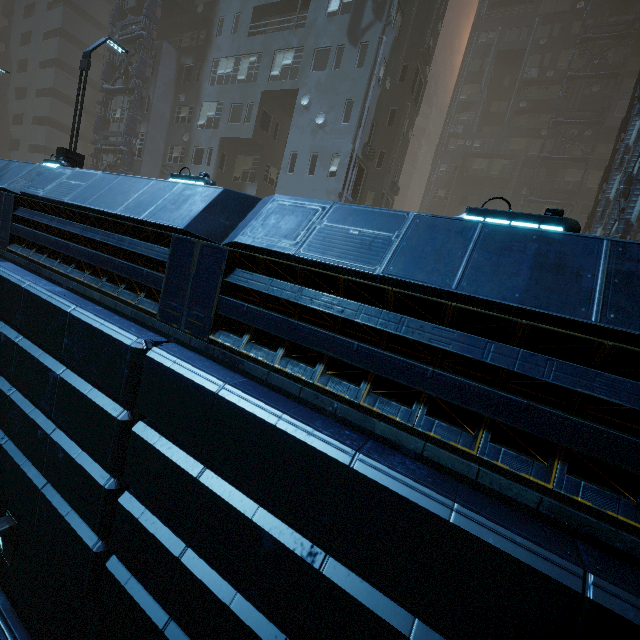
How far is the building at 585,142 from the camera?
32.3m

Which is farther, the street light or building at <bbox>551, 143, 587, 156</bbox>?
building at <bbox>551, 143, 587, 156</bbox>

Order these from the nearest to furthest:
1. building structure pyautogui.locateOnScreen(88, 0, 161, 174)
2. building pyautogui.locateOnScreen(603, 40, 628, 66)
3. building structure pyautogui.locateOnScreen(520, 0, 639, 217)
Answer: building structure pyautogui.locateOnScreen(88, 0, 161, 174), building structure pyautogui.locateOnScreen(520, 0, 639, 217), building pyautogui.locateOnScreen(603, 40, 628, 66)

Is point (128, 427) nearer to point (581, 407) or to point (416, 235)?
point (416, 235)

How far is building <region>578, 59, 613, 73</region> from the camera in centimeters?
3192cm

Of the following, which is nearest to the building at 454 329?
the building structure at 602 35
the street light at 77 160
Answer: the building structure at 602 35

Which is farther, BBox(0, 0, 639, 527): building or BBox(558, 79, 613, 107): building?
BBox(558, 79, 613, 107): building
